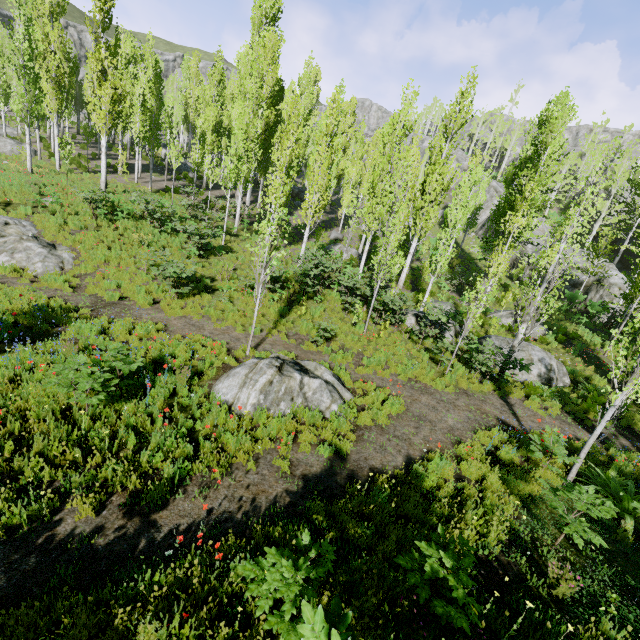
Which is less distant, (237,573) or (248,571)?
(248,571)

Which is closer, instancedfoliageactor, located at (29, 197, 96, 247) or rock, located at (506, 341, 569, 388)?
rock, located at (506, 341, 569, 388)

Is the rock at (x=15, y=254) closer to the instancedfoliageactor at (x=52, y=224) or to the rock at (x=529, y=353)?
the instancedfoliageactor at (x=52, y=224)

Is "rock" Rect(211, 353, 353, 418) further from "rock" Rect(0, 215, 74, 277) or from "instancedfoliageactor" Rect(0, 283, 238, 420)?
"rock" Rect(0, 215, 74, 277)

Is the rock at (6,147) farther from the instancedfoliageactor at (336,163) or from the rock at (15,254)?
the rock at (15,254)

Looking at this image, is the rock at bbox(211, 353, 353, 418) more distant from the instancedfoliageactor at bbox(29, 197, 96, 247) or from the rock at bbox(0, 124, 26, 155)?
the rock at bbox(0, 124, 26, 155)

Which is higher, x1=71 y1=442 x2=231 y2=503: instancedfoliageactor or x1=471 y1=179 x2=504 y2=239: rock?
x1=471 y1=179 x2=504 y2=239: rock

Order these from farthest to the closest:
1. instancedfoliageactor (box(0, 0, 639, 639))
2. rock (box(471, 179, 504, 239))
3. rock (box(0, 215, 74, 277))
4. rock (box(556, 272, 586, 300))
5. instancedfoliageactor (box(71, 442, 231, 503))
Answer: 1. rock (box(471, 179, 504, 239))
2. rock (box(556, 272, 586, 300))
3. rock (box(0, 215, 74, 277))
4. instancedfoliageactor (box(71, 442, 231, 503))
5. instancedfoliageactor (box(0, 0, 639, 639))
